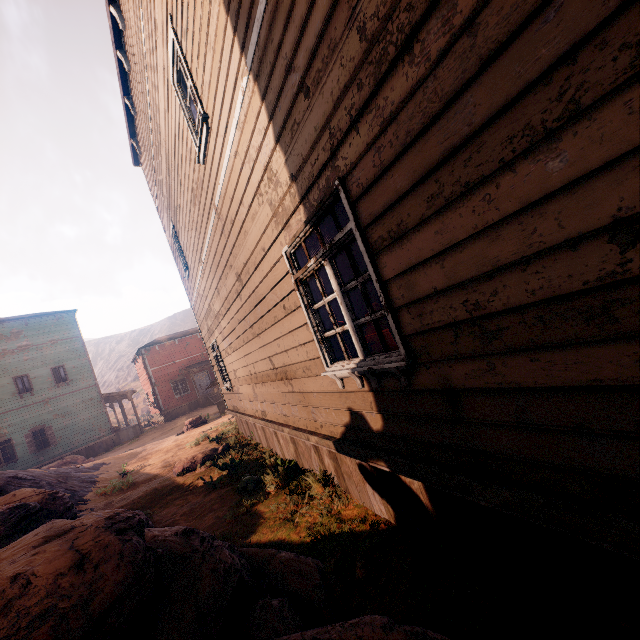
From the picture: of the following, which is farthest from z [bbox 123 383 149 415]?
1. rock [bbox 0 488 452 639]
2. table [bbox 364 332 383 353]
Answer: table [bbox 364 332 383 353]

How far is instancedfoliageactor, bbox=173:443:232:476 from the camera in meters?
9.0 m

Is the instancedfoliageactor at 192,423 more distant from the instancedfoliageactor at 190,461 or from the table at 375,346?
the table at 375,346

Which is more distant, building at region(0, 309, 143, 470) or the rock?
building at region(0, 309, 143, 470)

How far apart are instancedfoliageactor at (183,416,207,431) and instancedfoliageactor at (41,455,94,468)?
7.4m

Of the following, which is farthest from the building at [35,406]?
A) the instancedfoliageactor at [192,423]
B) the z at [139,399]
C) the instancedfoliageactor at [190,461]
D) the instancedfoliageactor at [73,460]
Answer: the instancedfoliageactor at [192,423]

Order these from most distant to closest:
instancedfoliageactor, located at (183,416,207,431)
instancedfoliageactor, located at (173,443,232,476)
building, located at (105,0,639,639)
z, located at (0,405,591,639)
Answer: instancedfoliageactor, located at (183,416,207,431), instancedfoliageactor, located at (173,443,232,476), z, located at (0,405,591,639), building, located at (105,0,639,639)

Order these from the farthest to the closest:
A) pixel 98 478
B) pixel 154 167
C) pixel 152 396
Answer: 1. pixel 152 396
2. pixel 98 478
3. pixel 154 167
